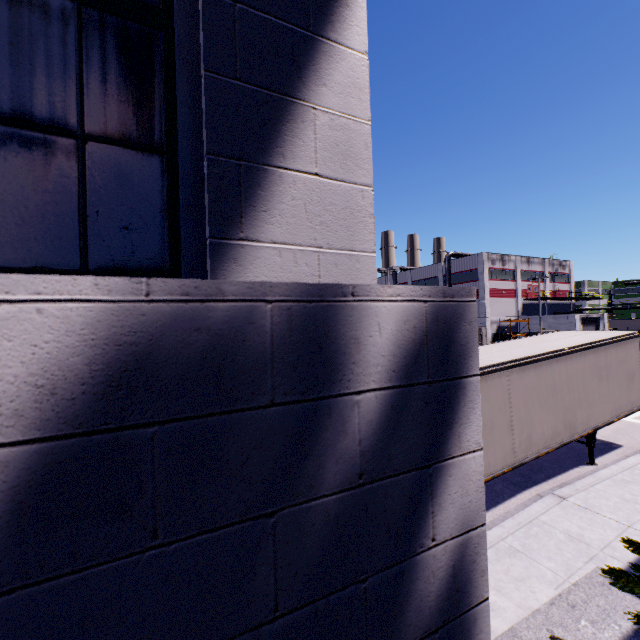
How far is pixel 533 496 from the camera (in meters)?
8.71

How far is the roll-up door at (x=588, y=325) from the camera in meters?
47.0 m

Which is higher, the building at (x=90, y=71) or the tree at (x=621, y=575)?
the building at (x=90, y=71)

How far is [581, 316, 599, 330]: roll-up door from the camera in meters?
47.0 m

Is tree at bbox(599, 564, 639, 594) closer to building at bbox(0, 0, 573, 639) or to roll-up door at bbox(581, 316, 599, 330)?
building at bbox(0, 0, 573, 639)

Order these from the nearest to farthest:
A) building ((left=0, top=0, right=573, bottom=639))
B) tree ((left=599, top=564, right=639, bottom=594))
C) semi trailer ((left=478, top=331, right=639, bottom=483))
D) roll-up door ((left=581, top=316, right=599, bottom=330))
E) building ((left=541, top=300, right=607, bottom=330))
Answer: building ((left=0, top=0, right=573, bottom=639)), tree ((left=599, top=564, right=639, bottom=594)), semi trailer ((left=478, top=331, right=639, bottom=483)), building ((left=541, top=300, right=607, bottom=330)), roll-up door ((left=581, top=316, right=599, bottom=330))

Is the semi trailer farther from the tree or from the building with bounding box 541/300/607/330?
the tree
